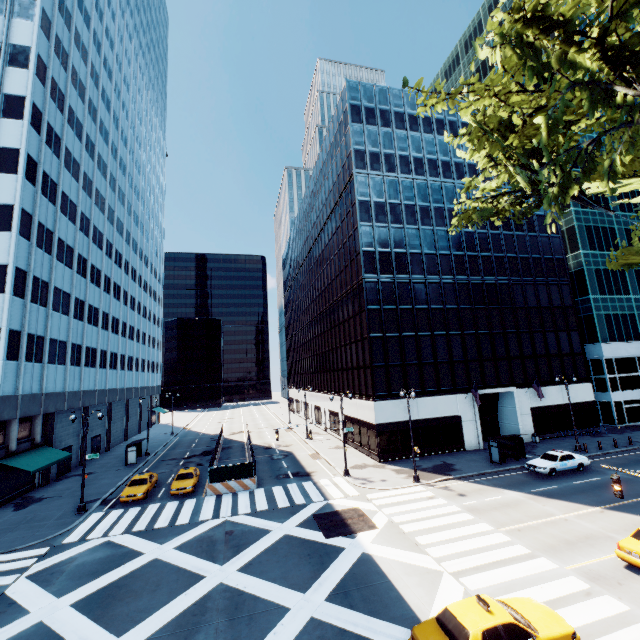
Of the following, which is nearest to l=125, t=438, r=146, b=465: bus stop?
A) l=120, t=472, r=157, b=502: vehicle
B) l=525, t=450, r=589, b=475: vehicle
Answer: l=120, t=472, r=157, b=502: vehicle

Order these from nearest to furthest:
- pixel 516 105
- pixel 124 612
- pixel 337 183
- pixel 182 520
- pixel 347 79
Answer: pixel 516 105 → pixel 124 612 → pixel 182 520 → pixel 347 79 → pixel 337 183

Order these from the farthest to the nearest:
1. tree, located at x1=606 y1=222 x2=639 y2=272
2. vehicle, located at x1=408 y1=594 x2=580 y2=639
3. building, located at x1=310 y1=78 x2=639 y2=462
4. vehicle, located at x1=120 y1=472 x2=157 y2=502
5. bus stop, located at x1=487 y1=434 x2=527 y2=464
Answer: building, located at x1=310 y1=78 x2=639 y2=462 → bus stop, located at x1=487 y1=434 x2=527 y2=464 → vehicle, located at x1=120 y1=472 x2=157 y2=502 → tree, located at x1=606 y1=222 x2=639 y2=272 → vehicle, located at x1=408 y1=594 x2=580 y2=639

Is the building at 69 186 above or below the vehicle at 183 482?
above

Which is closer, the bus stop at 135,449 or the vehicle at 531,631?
the vehicle at 531,631

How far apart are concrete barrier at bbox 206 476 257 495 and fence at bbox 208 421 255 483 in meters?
0.0

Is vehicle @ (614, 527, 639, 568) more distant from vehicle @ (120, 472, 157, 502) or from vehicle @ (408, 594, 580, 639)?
vehicle @ (120, 472, 157, 502)

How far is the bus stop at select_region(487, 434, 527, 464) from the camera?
29.2m
